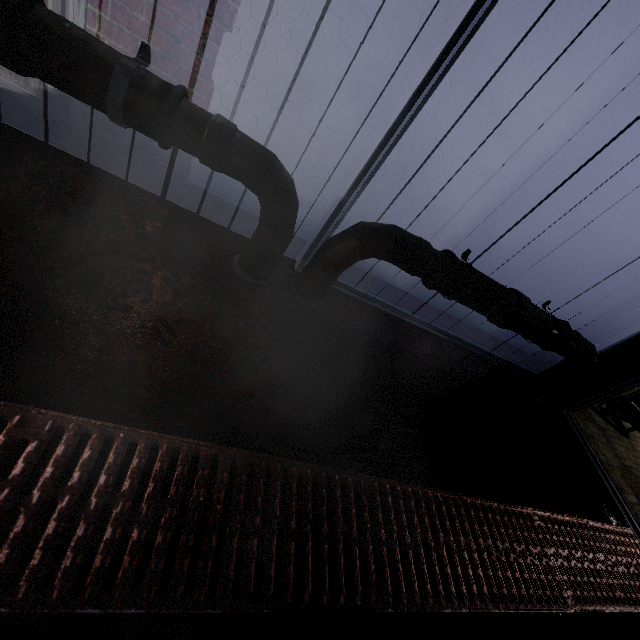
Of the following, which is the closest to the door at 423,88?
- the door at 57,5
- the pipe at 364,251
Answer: the pipe at 364,251

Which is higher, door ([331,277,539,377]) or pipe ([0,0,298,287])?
pipe ([0,0,298,287])

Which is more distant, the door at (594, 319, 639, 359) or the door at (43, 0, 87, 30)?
the door at (594, 319, 639, 359)

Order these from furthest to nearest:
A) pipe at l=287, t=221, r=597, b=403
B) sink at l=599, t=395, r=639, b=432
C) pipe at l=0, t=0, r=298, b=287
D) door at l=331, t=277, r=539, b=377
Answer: sink at l=599, t=395, r=639, b=432
door at l=331, t=277, r=539, b=377
pipe at l=287, t=221, r=597, b=403
pipe at l=0, t=0, r=298, b=287

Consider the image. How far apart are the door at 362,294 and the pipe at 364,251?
0.08m

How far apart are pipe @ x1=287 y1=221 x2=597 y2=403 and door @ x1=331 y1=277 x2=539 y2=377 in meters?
0.1

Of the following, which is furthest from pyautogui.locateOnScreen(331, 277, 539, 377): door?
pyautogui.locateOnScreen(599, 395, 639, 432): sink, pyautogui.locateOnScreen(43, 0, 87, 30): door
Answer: pyautogui.locateOnScreen(43, 0, 87, 30): door

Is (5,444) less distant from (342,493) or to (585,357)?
(342,493)
